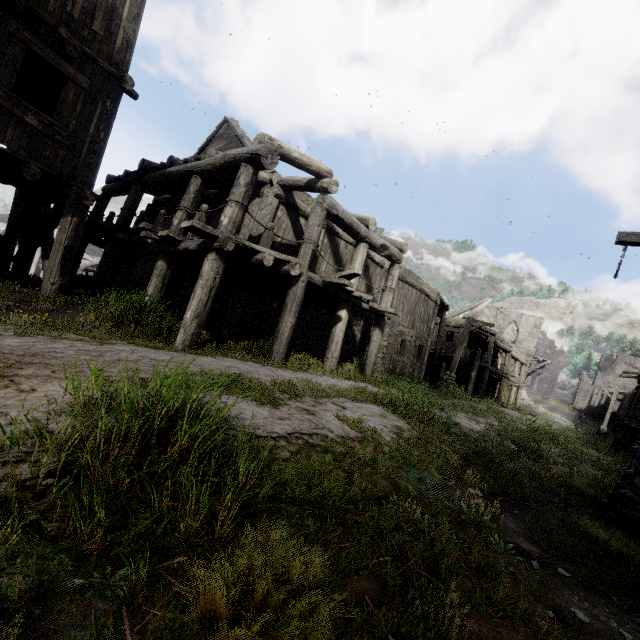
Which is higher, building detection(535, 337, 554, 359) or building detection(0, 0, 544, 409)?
building detection(535, 337, 554, 359)

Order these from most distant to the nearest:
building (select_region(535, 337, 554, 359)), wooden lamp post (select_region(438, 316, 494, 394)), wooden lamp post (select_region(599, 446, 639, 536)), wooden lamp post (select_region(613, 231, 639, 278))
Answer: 1. building (select_region(535, 337, 554, 359))
2. wooden lamp post (select_region(438, 316, 494, 394))
3. wooden lamp post (select_region(613, 231, 639, 278))
4. wooden lamp post (select_region(599, 446, 639, 536))

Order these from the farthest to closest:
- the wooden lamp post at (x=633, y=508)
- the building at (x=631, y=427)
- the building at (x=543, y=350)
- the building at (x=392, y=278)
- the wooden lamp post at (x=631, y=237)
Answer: the building at (x=543, y=350) < the building at (x=631, y=427) < the building at (x=392, y=278) < the wooden lamp post at (x=631, y=237) < the wooden lamp post at (x=633, y=508)

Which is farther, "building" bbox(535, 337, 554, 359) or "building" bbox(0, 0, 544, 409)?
"building" bbox(535, 337, 554, 359)

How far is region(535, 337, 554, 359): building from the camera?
58.88m

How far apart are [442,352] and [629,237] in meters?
19.4 m

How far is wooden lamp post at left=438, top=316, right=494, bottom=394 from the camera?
16.4m

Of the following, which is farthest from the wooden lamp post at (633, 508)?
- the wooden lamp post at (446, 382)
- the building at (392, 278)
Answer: the wooden lamp post at (446, 382)
